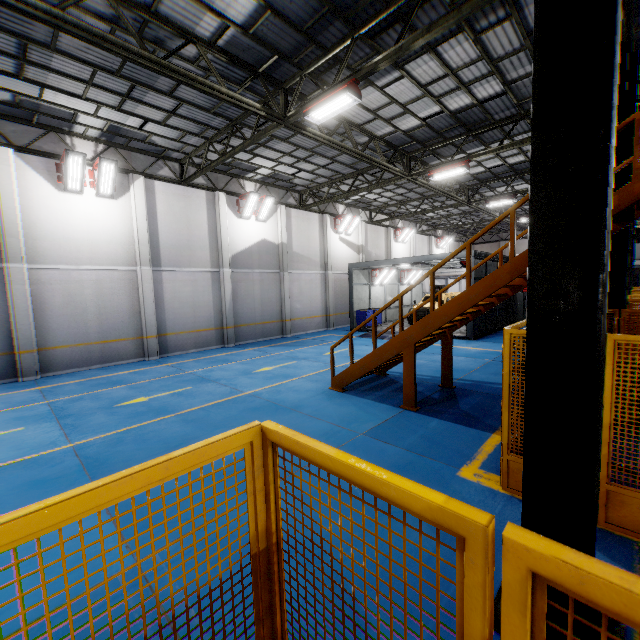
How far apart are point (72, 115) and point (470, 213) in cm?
2819

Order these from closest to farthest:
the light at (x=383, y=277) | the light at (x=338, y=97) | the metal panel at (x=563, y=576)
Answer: the metal panel at (x=563, y=576) → the light at (x=338, y=97) → the light at (x=383, y=277)

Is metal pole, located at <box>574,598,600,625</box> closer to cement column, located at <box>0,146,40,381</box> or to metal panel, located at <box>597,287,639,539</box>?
metal panel, located at <box>597,287,639,539</box>

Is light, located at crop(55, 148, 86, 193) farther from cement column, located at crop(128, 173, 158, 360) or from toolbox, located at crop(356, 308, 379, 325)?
toolbox, located at crop(356, 308, 379, 325)

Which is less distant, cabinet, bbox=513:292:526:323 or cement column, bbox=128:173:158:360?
cement column, bbox=128:173:158:360

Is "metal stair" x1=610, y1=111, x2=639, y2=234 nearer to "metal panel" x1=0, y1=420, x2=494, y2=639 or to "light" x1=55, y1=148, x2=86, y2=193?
"metal panel" x1=0, y1=420, x2=494, y2=639

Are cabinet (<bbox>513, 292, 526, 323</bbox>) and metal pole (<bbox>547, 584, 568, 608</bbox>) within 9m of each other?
no

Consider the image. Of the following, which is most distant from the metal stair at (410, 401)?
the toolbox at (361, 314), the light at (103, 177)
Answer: the light at (103, 177)
